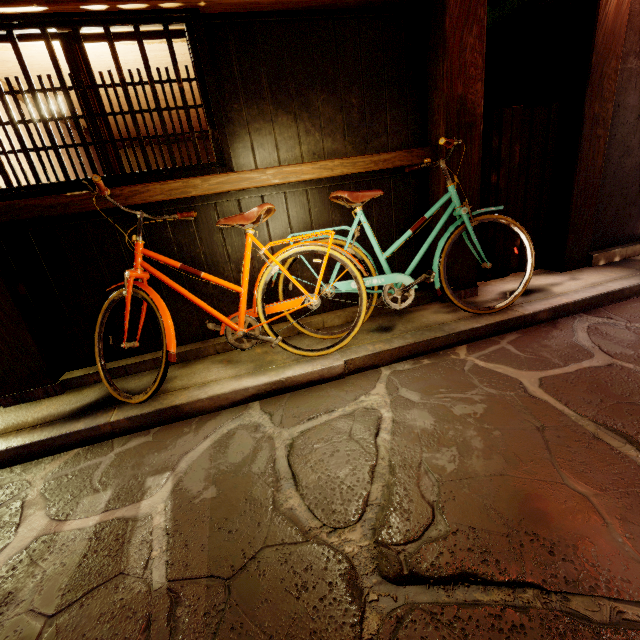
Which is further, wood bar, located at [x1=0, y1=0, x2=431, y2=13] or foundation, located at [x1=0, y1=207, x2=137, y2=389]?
foundation, located at [x1=0, y1=207, x2=137, y2=389]

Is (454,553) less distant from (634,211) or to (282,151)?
(282,151)

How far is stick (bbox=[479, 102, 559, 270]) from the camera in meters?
6.3

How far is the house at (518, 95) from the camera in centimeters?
671cm

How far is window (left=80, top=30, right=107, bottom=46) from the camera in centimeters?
429cm

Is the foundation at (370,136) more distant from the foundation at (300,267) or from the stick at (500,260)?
the stick at (500,260)

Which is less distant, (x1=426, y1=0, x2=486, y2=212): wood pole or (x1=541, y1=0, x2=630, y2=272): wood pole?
(x1=426, y1=0, x2=486, y2=212): wood pole

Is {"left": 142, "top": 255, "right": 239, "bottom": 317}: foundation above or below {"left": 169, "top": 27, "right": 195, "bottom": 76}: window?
below
